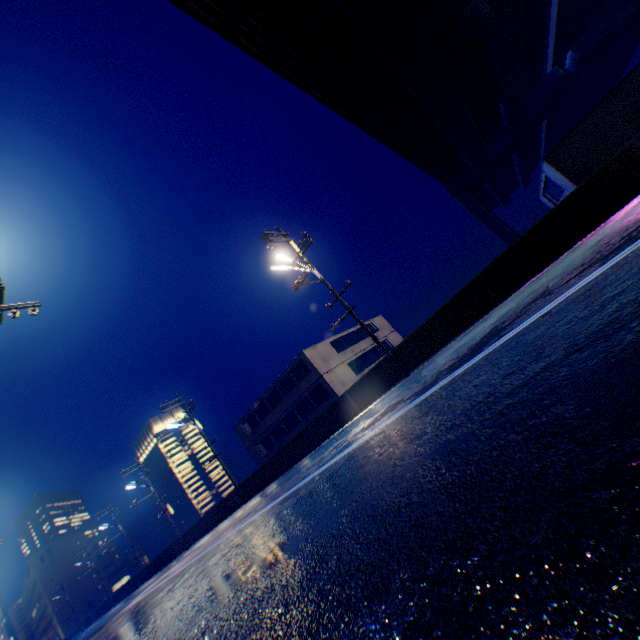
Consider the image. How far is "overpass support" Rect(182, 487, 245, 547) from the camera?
23.98m

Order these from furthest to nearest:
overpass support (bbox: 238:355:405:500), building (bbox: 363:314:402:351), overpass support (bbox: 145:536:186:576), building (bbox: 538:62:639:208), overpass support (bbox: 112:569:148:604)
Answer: building (bbox: 363:314:402:351) < overpass support (bbox: 112:569:148:604) < overpass support (bbox: 145:536:186:576) < building (bbox: 538:62:639:208) < overpass support (bbox: 238:355:405:500)

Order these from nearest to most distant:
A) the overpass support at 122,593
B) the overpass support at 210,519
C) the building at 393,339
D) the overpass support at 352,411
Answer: the overpass support at 352,411, the overpass support at 210,519, the overpass support at 122,593, the building at 393,339

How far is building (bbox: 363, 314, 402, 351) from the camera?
42.6 meters

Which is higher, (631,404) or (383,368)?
(383,368)

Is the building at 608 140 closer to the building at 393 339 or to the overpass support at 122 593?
the building at 393 339

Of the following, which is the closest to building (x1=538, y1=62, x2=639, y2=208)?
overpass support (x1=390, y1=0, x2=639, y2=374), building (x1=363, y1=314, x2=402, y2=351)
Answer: building (x1=363, y1=314, x2=402, y2=351)

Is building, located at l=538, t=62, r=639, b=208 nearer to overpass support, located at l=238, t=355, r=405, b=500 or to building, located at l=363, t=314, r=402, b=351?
building, located at l=363, t=314, r=402, b=351
